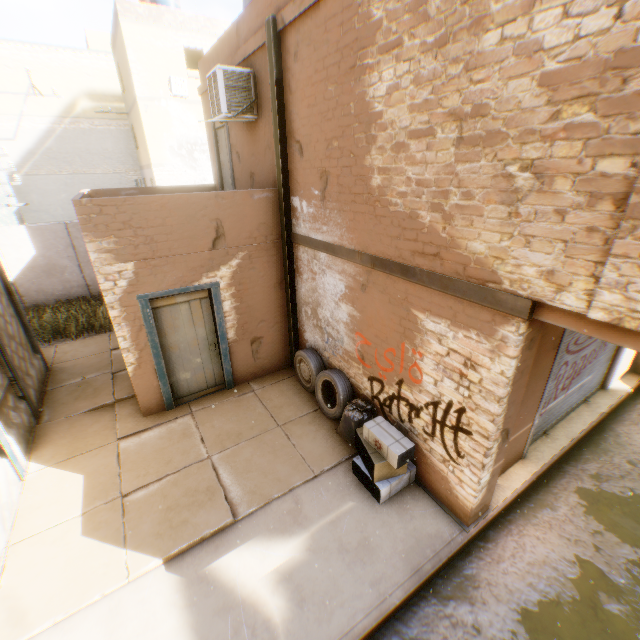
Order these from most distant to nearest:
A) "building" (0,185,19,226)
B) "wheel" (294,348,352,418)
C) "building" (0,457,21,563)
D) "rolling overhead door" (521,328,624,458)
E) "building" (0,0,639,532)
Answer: "building" (0,185,19,226) → "wheel" (294,348,352,418) → "rolling overhead door" (521,328,624,458) → "building" (0,457,21,563) → "building" (0,0,639,532)

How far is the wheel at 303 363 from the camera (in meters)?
5.94

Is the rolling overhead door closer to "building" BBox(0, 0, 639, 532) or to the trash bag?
"building" BBox(0, 0, 639, 532)

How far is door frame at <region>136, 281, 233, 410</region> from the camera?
5.8m

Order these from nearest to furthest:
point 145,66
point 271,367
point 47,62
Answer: point 271,367, point 145,66, point 47,62

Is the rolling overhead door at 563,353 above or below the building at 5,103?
below

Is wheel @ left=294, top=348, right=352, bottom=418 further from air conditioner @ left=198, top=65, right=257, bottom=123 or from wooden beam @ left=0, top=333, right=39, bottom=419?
air conditioner @ left=198, top=65, right=257, bottom=123

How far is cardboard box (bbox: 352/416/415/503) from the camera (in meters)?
4.48
